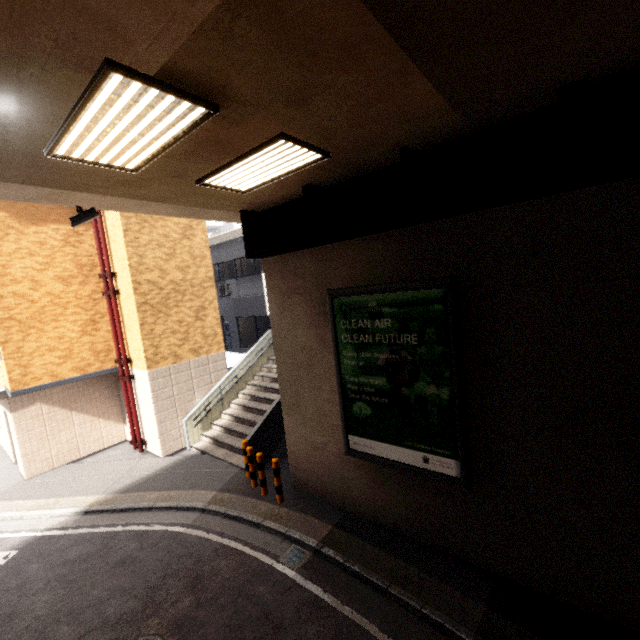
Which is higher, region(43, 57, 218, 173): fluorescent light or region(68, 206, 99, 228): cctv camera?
region(43, 57, 218, 173): fluorescent light

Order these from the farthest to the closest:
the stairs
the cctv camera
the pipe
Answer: the pipe, the stairs, the cctv camera

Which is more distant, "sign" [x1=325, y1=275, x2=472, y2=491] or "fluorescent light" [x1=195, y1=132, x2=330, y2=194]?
"sign" [x1=325, y1=275, x2=472, y2=491]

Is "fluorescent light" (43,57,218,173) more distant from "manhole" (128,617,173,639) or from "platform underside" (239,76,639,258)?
"manhole" (128,617,173,639)

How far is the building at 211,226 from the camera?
22.59m

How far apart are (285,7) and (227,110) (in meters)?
1.34

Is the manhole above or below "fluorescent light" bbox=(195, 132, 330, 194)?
below

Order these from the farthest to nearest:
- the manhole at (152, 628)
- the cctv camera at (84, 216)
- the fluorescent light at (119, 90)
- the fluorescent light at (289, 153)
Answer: the cctv camera at (84, 216) < the manhole at (152, 628) < the fluorescent light at (289, 153) < the fluorescent light at (119, 90)
